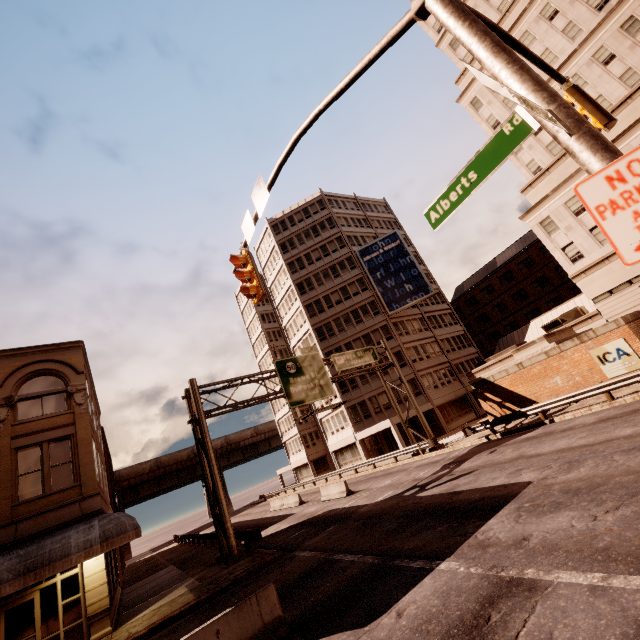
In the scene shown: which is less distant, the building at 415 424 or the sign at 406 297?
the building at 415 424

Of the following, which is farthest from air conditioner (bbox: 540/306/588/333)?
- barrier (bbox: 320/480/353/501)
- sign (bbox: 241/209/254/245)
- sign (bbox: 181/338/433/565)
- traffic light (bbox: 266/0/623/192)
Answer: sign (bbox: 241/209/254/245)

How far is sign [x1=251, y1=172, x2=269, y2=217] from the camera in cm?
811

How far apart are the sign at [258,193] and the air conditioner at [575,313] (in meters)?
32.12

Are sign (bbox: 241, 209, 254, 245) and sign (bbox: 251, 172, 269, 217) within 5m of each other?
yes

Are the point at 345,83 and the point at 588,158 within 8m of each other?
yes

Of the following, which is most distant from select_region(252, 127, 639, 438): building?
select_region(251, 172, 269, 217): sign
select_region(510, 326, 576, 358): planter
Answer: select_region(251, 172, 269, 217): sign

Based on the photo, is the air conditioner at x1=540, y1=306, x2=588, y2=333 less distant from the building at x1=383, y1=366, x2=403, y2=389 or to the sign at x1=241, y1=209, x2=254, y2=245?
the building at x1=383, y1=366, x2=403, y2=389
